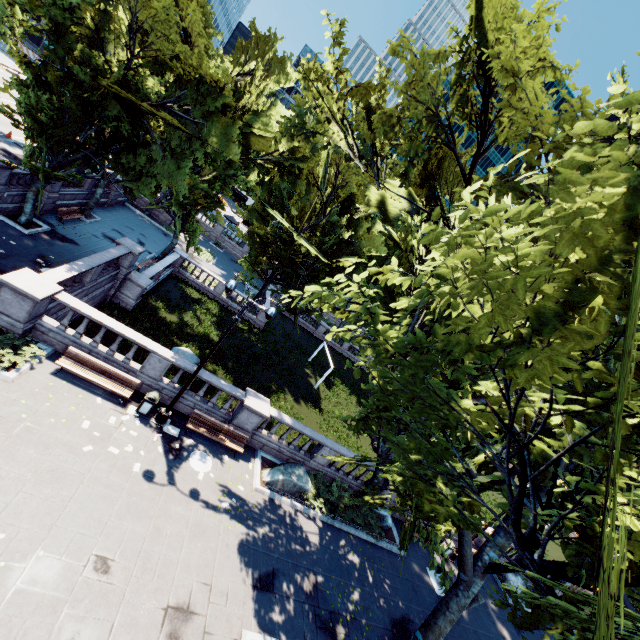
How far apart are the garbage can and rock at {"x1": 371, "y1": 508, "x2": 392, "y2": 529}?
13.3m

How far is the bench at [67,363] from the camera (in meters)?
12.79

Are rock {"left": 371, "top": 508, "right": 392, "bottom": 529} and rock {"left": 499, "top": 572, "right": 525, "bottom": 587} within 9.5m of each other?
no

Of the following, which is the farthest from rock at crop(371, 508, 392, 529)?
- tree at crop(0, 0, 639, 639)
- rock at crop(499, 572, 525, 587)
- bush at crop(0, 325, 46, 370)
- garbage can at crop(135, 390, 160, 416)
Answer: bush at crop(0, 325, 46, 370)

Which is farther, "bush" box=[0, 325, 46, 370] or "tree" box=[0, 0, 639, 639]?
"bush" box=[0, 325, 46, 370]

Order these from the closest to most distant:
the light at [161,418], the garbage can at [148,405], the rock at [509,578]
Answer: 1. the light at [161,418]
2. the garbage can at [148,405]
3. the rock at [509,578]

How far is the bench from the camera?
12.79m

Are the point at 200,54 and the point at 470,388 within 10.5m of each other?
no
